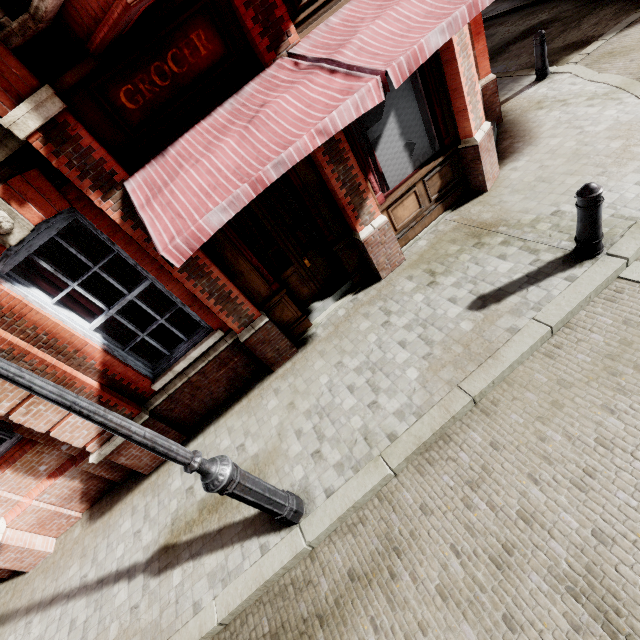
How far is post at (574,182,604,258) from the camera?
3.57m

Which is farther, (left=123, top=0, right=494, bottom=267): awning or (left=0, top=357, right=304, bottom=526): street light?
(left=123, top=0, right=494, bottom=267): awning

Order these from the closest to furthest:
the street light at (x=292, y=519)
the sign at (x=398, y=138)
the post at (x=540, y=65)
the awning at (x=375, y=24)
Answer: the street light at (x=292, y=519) → the awning at (x=375, y=24) → the sign at (x=398, y=138) → the post at (x=540, y=65)

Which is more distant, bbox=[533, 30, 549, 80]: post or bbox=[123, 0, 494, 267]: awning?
bbox=[533, 30, 549, 80]: post

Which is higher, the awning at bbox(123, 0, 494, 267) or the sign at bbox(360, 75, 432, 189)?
the awning at bbox(123, 0, 494, 267)

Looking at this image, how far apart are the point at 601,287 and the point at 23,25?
6.6m

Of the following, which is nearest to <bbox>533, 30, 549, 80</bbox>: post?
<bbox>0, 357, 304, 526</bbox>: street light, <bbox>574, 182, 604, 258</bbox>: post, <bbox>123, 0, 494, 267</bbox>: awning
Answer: <bbox>123, 0, 494, 267</bbox>: awning

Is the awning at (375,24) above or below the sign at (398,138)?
above
